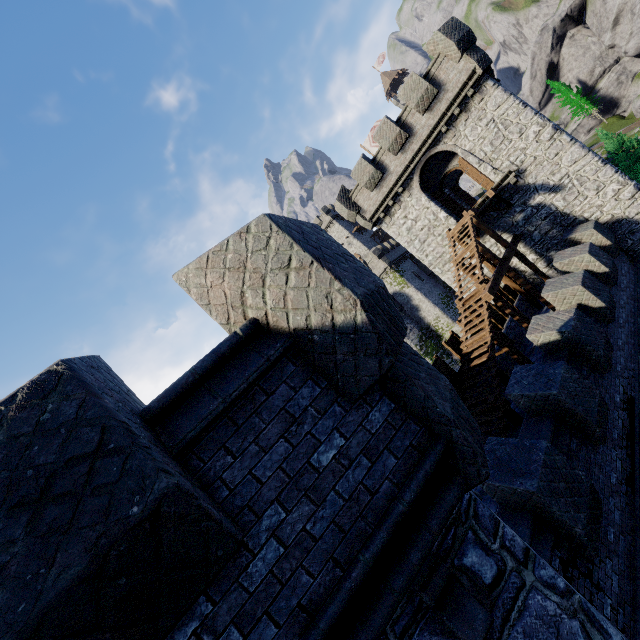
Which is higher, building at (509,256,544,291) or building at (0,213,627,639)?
building at (0,213,627,639)

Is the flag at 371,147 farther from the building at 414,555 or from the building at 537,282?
the building at 414,555

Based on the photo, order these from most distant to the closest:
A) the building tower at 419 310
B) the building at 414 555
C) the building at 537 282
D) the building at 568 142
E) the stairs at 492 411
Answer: the building tower at 419 310, the building at 537 282, the building at 568 142, the stairs at 492 411, the building at 414 555

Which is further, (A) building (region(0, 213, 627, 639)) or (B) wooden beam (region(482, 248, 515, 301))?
(B) wooden beam (region(482, 248, 515, 301))

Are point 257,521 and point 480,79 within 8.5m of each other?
no

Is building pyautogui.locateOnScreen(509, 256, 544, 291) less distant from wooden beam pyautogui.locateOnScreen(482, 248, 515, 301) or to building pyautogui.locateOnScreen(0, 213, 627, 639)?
wooden beam pyautogui.locateOnScreen(482, 248, 515, 301)

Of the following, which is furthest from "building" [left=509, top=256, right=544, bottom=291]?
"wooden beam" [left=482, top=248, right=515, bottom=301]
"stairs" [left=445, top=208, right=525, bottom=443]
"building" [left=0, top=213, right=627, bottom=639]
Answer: "building" [left=0, top=213, right=627, bottom=639]

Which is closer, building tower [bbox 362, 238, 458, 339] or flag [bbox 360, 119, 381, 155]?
flag [bbox 360, 119, 381, 155]
